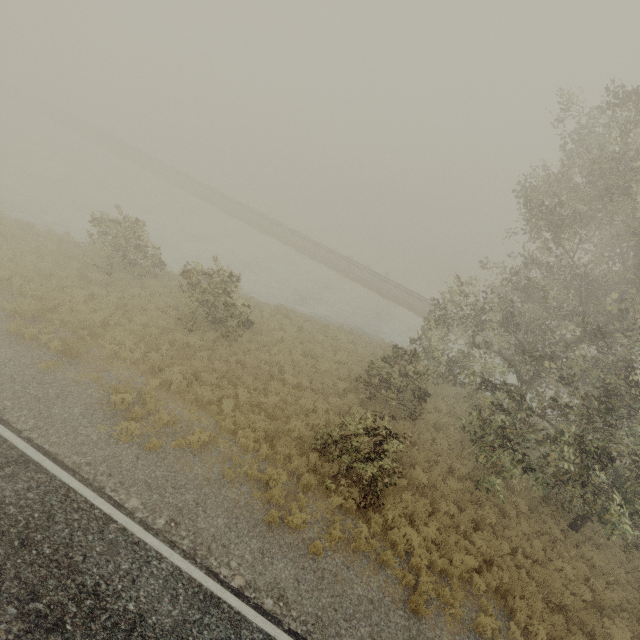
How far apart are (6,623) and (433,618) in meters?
8.6 m
